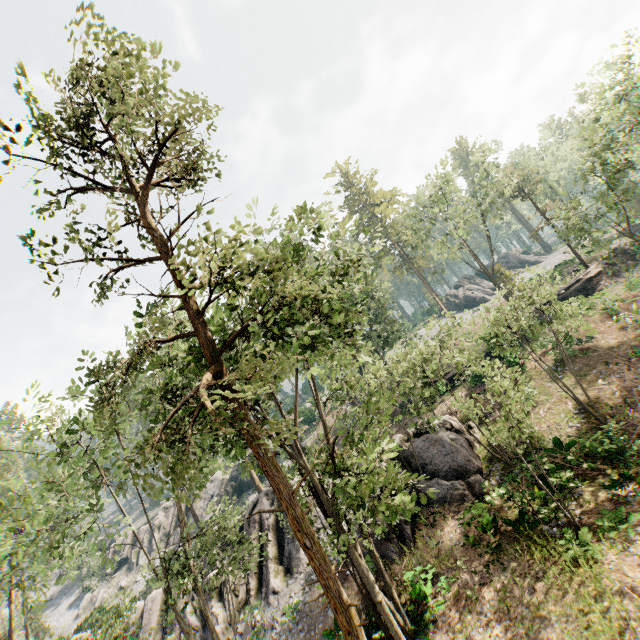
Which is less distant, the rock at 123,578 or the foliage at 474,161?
the foliage at 474,161

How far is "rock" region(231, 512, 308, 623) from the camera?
20.6m

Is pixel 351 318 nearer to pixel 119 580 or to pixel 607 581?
pixel 607 581

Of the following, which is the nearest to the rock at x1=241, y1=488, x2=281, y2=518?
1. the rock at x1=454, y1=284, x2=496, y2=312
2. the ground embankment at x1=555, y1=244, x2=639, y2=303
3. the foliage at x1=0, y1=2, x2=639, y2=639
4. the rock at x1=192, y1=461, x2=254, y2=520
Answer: the foliage at x1=0, y1=2, x2=639, y2=639

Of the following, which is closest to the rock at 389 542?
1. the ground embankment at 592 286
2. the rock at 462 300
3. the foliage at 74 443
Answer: the foliage at 74 443

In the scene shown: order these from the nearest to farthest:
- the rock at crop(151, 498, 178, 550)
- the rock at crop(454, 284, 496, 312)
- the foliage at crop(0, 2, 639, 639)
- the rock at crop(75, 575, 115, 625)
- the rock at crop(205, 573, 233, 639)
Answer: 1. the foliage at crop(0, 2, 639, 639)
2. the rock at crop(205, 573, 233, 639)
3. the rock at crop(75, 575, 115, 625)
4. the rock at crop(151, 498, 178, 550)
5. the rock at crop(454, 284, 496, 312)

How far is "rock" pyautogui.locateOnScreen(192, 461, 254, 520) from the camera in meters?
43.3

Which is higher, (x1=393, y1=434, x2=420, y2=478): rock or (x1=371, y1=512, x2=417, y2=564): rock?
(x1=393, y1=434, x2=420, y2=478): rock
